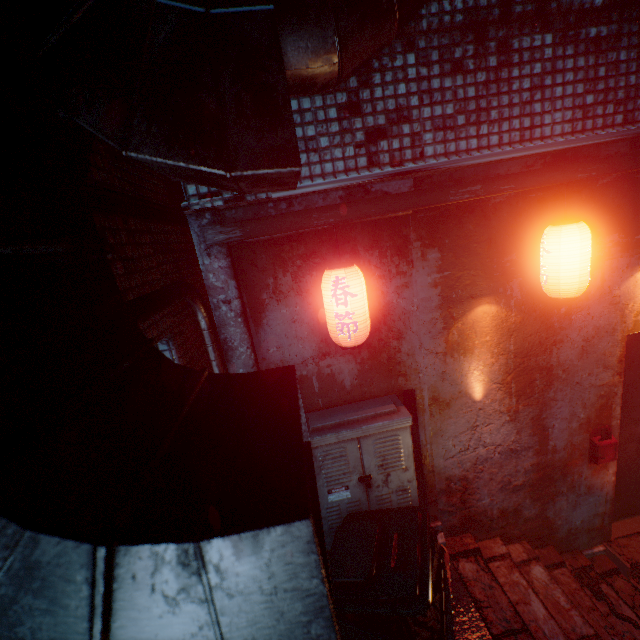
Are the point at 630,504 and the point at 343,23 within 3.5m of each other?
no

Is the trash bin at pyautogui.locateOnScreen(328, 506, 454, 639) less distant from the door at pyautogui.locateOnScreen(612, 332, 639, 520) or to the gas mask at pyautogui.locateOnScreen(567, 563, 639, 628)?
the gas mask at pyautogui.locateOnScreen(567, 563, 639, 628)

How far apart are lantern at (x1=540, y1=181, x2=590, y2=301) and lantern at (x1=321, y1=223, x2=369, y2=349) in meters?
1.2 m

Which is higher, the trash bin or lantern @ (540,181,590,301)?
lantern @ (540,181,590,301)

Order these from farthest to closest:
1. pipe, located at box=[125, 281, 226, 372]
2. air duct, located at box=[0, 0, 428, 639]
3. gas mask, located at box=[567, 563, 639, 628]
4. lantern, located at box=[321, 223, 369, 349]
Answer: gas mask, located at box=[567, 563, 639, 628] < lantern, located at box=[321, 223, 369, 349] < pipe, located at box=[125, 281, 226, 372] < air duct, located at box=[0, 0, 428, 639]

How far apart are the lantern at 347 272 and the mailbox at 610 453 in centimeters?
233cm

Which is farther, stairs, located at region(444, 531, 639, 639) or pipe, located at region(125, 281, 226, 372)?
stairs, located at region(444, 531, 639, 639)

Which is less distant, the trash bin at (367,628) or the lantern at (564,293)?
the trash bin at (367,628)
